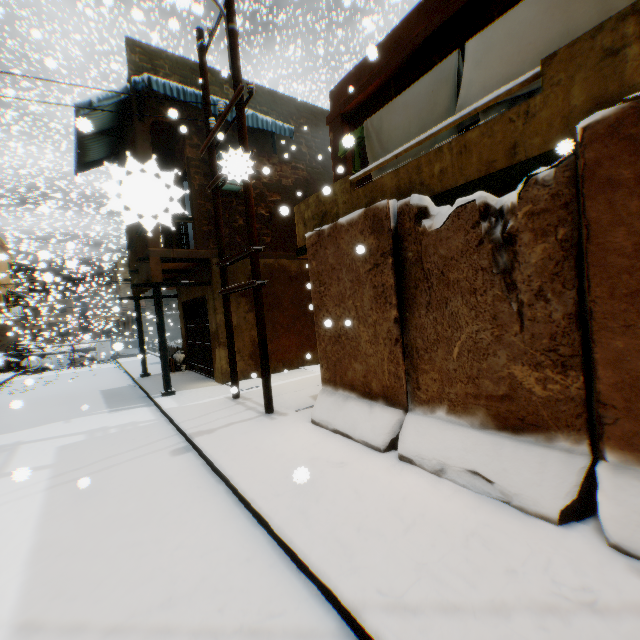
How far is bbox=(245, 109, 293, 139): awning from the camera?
9.11m

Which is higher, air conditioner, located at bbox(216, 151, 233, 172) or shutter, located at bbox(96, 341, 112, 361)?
air conditioner, located at bbox(216, 151, 233, 172)

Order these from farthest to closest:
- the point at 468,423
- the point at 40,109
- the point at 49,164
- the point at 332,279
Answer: the point at 49,164 → the point at 40,109 → the point at 332,279 → the point at 468,423

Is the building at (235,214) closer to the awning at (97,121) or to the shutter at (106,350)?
the awning at (97,121)

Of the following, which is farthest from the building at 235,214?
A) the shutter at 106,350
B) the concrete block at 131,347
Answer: the shutter at 106,350

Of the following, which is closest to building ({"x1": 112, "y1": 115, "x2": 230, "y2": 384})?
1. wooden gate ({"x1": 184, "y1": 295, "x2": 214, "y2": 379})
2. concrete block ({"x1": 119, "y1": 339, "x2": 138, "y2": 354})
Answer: wooden gate ({"x1": 184, "y1": 295, "x2": 214, "y2": 379})

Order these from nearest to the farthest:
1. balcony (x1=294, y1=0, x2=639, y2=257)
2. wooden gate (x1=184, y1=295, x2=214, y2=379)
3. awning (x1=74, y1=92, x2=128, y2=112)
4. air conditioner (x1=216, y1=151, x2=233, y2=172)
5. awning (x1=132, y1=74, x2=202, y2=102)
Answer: air conditioner (x1=216, y1=151, x2=233, y2=172) → balcony (x1=294, y1=0, x2=639, y2=257) → awning (x1=132, y1=74, x2=202, y2=102) → awning (x1=74, y1=92, x2=128, y2=112) → wooden gate (x1=184, y1=295, x2=214, y2=379)

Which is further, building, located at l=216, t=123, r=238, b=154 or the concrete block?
building, located at l=216, t=123, r=238, b=154
